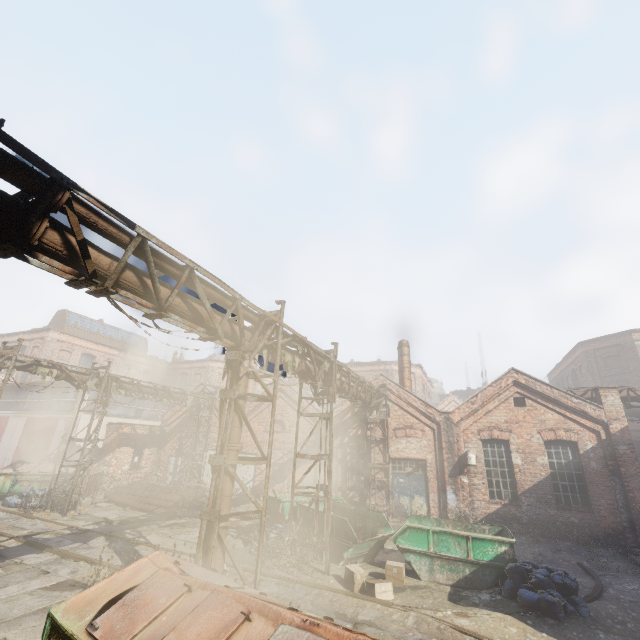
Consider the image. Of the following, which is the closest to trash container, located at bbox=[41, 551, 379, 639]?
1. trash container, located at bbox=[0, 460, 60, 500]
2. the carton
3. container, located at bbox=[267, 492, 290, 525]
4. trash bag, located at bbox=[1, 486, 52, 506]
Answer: the carton

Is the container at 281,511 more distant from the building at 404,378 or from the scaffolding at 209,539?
the building at 404,378

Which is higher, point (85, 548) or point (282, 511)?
point (282, 511)

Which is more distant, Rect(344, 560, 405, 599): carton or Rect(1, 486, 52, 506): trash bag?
Rect(1, 486, 52, 506): trash bag

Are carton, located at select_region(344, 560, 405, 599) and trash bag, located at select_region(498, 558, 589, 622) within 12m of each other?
yes

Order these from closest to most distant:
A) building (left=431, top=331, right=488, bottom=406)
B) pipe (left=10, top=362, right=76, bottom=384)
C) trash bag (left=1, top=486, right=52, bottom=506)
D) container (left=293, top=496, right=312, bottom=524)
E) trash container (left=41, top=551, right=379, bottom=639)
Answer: Result: trash container (left=41, top=551, right=379, bottom=639), container (left=293, top=496, right=312, bottom=524), pipe (left=10, top=362, right=76, bottom=384), trash bag (left=1, top=486, right=52, bottom=506), building (left=431, top=331, right=488, bottom=406)

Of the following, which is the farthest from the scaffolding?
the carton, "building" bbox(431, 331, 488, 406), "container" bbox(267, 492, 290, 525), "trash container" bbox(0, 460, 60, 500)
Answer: "building" bbox(431, 331, 488, 406)

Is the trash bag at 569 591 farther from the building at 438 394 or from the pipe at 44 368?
the building at 438 394
